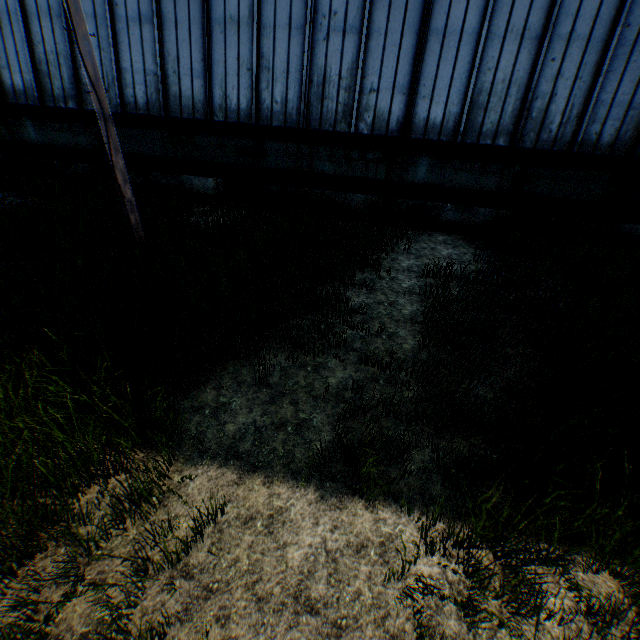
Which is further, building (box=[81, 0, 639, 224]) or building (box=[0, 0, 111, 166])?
building (box=[0, 0, 111, 166])

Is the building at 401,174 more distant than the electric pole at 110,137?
Yes

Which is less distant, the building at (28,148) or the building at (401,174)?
the building at (401,174)

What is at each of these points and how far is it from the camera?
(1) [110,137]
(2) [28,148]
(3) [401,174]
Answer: (1) electric pole, 5.5 meters
(2) building, 11.2 meters
(3) building, 9.4 meters

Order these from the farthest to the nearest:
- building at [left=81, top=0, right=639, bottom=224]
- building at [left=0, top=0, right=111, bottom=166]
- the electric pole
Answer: building at [left=0, top=0, right=111, bottom=166], building at [left=81, top=0, right=639, bottom=224], the electric pole

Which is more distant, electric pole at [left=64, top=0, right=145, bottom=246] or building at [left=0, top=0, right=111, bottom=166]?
building at [left=0, top=0, right=111, bottom=166]
